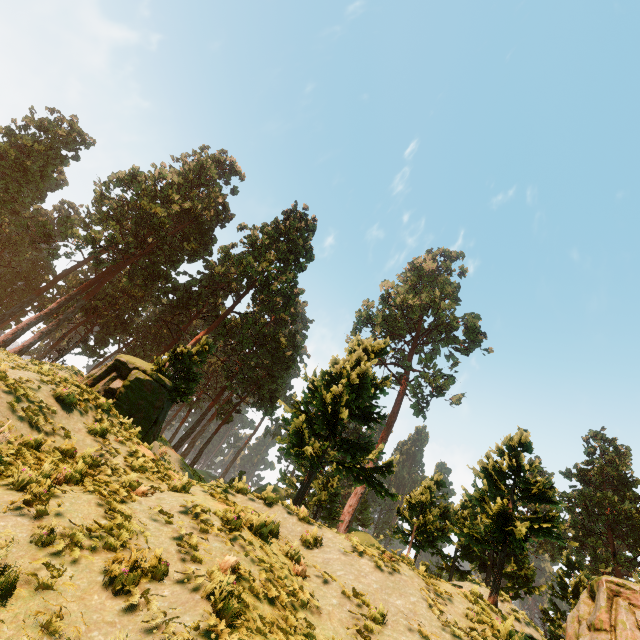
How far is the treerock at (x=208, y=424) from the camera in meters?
54.9 m

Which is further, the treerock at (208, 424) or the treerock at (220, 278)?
the treerock at (208, 424)

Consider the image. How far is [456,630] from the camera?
7.1m

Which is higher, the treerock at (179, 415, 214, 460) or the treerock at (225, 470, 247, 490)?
the treerock at (179, 415, 214, 460)

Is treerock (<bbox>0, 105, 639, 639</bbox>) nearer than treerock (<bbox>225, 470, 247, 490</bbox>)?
No

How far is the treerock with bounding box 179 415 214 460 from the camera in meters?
54.9

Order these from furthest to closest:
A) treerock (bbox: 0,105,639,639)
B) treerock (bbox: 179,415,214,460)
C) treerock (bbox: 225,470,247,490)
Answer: treerock (bbox: 179,415,214,460) < treerock (bbox: 0,105,639,639) < treerock (bbox: 225,470,247,490)
